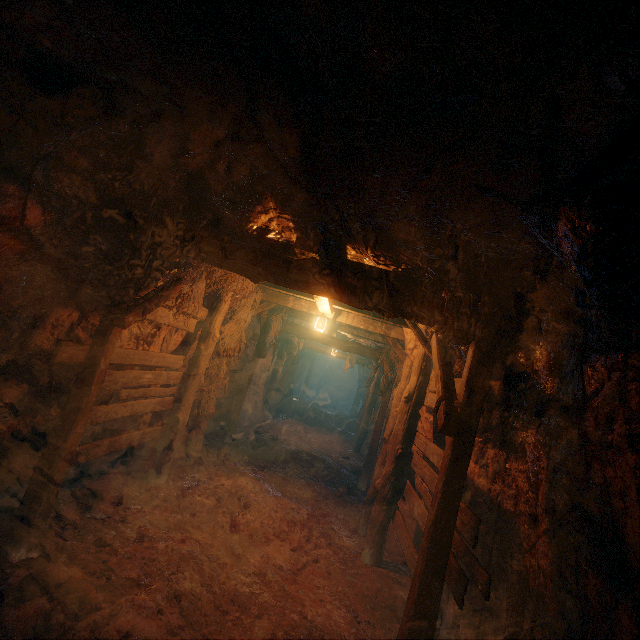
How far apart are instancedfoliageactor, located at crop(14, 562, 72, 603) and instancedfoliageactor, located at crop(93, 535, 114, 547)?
0.6m

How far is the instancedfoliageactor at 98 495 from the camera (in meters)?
4.51

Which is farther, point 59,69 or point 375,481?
point 375,481

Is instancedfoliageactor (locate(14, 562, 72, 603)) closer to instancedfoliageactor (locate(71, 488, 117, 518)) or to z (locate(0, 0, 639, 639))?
z (locate(0, 0, 639, 639))

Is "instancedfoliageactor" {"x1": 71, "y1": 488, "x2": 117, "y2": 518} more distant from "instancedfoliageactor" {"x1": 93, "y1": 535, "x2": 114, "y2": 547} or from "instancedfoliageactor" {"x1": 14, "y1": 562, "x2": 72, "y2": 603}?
"instancedfoliageactor" {"x1": 14, "y1": 562, "x2": 72, "y2": 603}

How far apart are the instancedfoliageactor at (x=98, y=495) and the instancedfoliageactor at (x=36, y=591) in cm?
118

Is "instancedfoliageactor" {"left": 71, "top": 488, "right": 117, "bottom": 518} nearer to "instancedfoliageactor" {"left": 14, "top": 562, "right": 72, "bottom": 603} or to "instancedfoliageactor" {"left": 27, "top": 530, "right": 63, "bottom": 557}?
"instancedfoliageactor" {"left": 27, "top": 530, "right": 63, "bottom": 557}

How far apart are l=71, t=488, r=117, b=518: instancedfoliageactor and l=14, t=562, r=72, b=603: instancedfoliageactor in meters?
1.2
